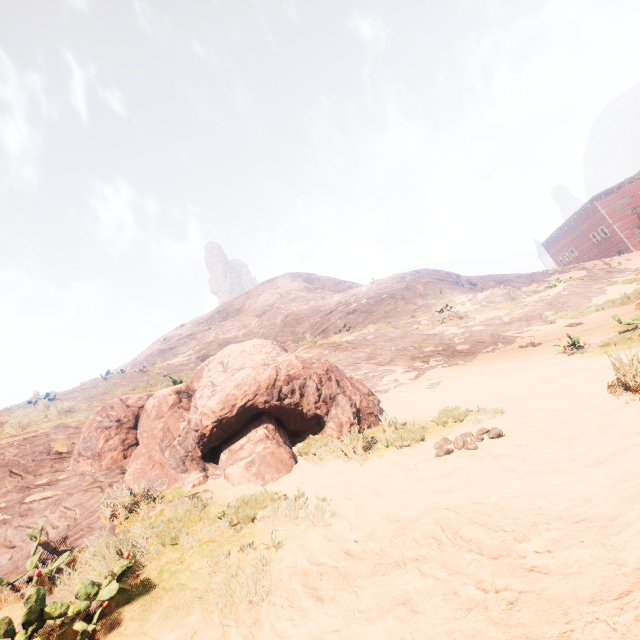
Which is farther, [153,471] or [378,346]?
[378,346]

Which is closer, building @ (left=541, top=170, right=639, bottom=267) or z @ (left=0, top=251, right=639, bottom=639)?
z @ (left=0, top=251, right=639, bottom=639)

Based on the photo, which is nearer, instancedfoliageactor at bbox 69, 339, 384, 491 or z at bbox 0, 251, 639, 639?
z at bbox 0, 251, 639, 639

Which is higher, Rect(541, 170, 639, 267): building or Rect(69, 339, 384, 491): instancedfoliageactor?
Rect(541, 170, 639, 267): building

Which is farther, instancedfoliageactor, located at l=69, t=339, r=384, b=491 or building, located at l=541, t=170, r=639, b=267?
building, located at l=541, t=170, r=639, b=267

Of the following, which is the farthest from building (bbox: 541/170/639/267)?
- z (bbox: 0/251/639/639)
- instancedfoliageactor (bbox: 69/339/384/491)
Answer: instancedfoliageactor (bbox: 69/339/384/491)

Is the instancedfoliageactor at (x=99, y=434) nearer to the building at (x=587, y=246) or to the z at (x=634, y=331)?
the z at (x=634, y=331)

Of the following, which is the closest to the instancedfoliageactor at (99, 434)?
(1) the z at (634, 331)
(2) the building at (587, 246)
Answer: (1) the z at (634, 331)
